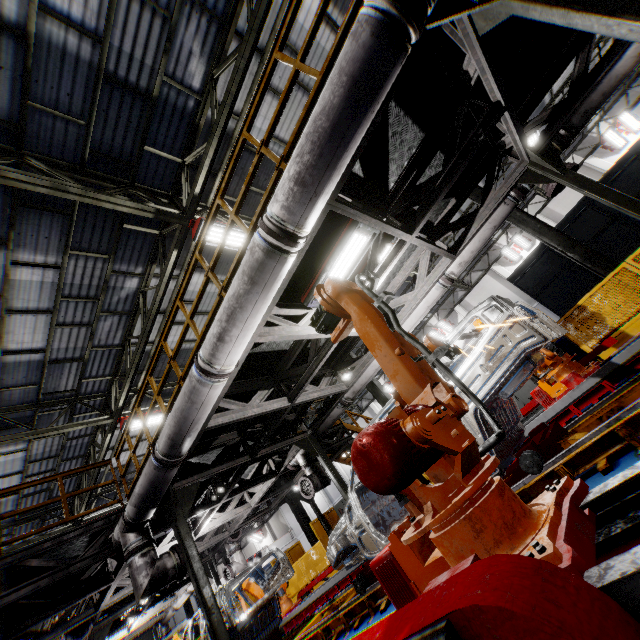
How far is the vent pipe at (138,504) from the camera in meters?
5.1

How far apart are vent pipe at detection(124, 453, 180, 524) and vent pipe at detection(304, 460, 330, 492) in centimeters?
314cm

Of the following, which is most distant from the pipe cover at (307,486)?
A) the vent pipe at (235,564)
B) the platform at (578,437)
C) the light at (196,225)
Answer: the light at (196,225)

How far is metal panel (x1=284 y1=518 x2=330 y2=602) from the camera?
13.4m

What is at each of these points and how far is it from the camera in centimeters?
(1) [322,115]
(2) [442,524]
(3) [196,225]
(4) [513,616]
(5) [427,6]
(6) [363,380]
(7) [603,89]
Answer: (1) vent pipe, 273cm
(2) robot arm, 158cm
(3) light, 759cm
(4) metal platform, 88cm
(5) vent pipe, 244cm
(6) vent pipe, 806cm
(7) vent pipe, 510cm

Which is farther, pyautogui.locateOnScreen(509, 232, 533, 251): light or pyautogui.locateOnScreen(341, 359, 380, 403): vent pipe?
pyautogui.locateOnScreen(509, 232, 533, 251): light

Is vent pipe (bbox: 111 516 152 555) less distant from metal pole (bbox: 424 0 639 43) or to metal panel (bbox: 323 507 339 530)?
metal pole (bbox: 424 0 639 43)

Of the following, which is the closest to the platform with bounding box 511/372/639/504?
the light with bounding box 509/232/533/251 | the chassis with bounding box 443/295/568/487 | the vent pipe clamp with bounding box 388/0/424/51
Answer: the chassis with bounding box 443/295/568/487
